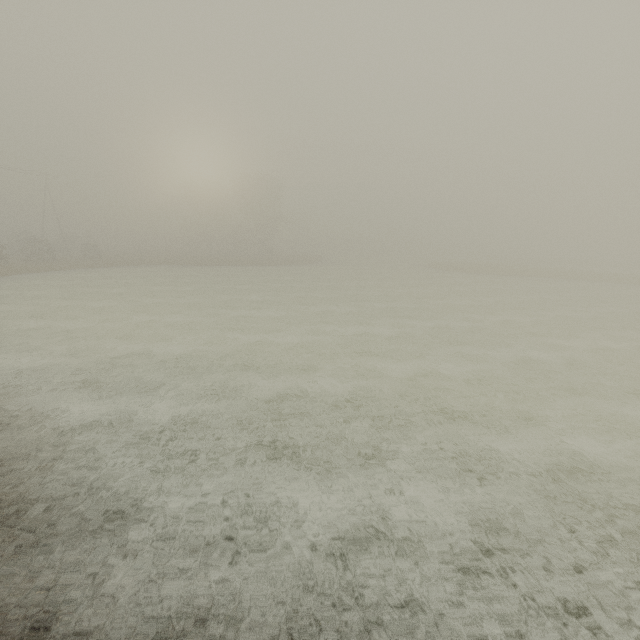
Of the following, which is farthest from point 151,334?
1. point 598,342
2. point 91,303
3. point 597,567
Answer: point 598,342
